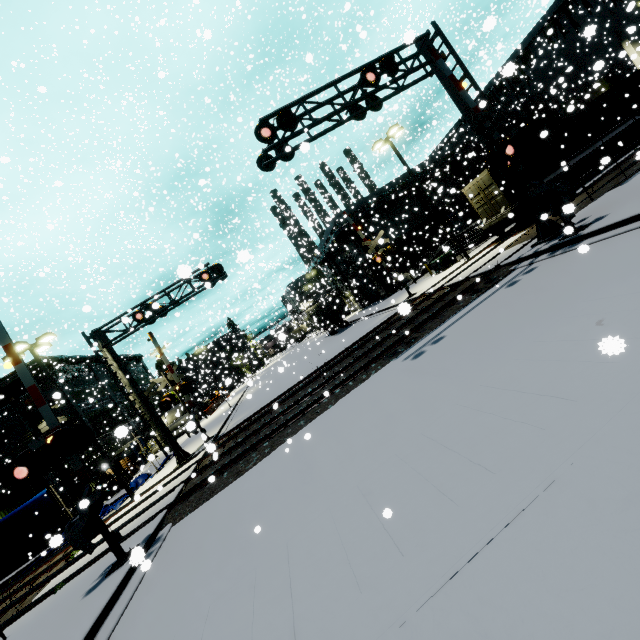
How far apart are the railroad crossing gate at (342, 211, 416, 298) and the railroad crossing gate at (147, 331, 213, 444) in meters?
13.6 m

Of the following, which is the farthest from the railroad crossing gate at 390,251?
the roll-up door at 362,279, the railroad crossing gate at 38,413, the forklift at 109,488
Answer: the forklift at 109,488

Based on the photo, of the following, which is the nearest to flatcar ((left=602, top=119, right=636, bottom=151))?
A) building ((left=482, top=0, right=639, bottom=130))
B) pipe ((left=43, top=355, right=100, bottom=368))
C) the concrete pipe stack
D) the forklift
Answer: building ((left=482, top=0, right=639, bottom=130))

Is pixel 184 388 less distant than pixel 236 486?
No

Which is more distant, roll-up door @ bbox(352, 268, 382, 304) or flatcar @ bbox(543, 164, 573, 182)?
roll-up door @ bbox(352, 268, 382, 304)

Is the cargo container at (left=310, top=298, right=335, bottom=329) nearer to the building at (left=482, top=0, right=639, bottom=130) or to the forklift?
the building at (left=482, top=0, right=639, bottom=130)

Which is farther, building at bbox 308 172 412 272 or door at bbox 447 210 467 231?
door at bbox 447 210 467 231

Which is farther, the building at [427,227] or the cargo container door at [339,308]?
the cargo container door at [339,308]
